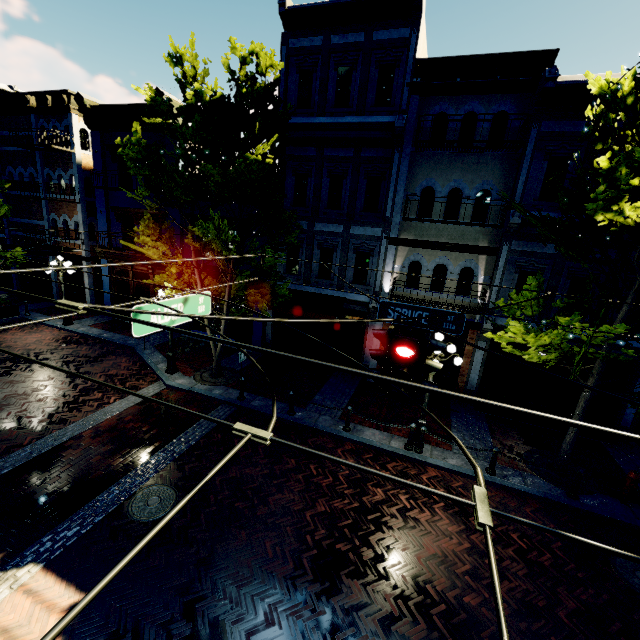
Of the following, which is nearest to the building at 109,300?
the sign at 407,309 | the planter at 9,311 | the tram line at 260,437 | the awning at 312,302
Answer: the awning at 312,302

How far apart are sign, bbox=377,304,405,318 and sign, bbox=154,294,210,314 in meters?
3.5

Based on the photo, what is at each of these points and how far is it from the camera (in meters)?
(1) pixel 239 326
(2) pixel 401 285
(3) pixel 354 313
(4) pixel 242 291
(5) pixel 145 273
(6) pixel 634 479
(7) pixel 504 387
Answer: (1) building, 16.06
(2) building, 13.33
(3) building, 14.10
(4) tree, 12.91
(5) building, 17.62
(6) fire hydrant, 8.23
(7) building, 12.65

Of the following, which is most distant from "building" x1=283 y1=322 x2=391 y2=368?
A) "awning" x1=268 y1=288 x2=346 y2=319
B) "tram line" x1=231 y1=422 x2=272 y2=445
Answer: "tram line" x1=231 y1=422 x2=272 y2=445

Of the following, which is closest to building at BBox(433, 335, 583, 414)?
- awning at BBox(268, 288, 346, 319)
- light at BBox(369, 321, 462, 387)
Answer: awning at BBox(268, 288, 346, 319)

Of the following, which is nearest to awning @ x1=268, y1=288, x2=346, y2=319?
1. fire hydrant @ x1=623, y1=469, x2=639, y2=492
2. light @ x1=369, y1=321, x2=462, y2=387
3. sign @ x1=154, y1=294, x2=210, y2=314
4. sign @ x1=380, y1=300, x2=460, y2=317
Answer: sign @ x1=380, y1=300, x2=460, y2=317

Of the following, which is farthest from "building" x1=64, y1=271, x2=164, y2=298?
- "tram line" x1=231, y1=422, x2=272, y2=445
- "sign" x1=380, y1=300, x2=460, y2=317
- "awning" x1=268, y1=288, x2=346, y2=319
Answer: "tram line" x1=231, y1=422, x2=272, y2=445

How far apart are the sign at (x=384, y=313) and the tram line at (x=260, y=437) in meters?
5.3
